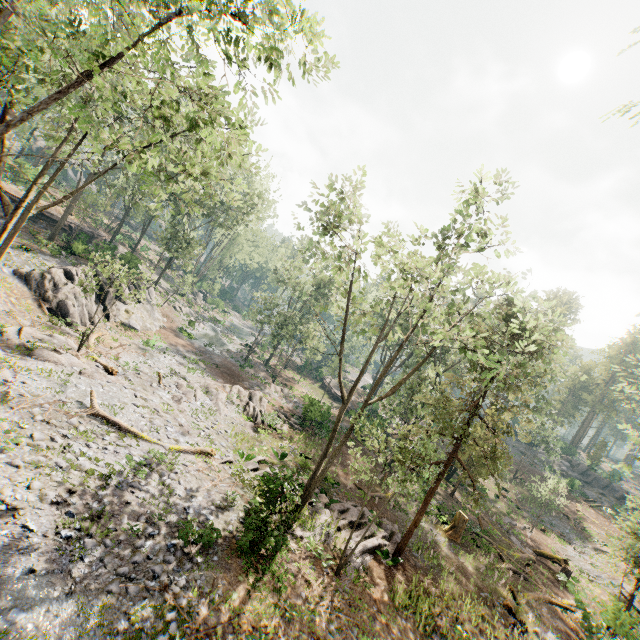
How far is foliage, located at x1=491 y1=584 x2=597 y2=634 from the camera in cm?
1596

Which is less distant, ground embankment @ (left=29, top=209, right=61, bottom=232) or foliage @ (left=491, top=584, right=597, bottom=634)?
foliage @ (left=491, top=584, right=597, bottom=634)

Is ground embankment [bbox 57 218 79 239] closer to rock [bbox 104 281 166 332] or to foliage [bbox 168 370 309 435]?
foliage [bbox 168 370 309 435]

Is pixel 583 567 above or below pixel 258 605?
above

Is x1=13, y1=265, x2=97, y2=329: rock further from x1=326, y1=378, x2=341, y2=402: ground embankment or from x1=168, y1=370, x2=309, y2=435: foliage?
x1=326, y1=378, x2=341, y2=402: ground embankment

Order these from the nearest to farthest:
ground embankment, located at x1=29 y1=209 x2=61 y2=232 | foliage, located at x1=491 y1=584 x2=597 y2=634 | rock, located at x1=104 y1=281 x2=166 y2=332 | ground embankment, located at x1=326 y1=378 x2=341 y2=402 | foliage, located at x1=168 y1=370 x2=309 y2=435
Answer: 1. foliage, located at x1=491 y1=584 x2=597 y2=634
2. foliage, located at x1=168 y1=370 x2=309 y2=435
3. rock, located at x1=104 y1=281 x2=166 y2=332
4. ground embankment, located at x1=29 y1=209 x2=61 y2=232
5. ground embankment, located at x1=326 y1=378 x2=341 y2=402

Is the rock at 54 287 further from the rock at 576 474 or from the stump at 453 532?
the rock at 576 474

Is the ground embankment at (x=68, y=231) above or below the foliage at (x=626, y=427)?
below
